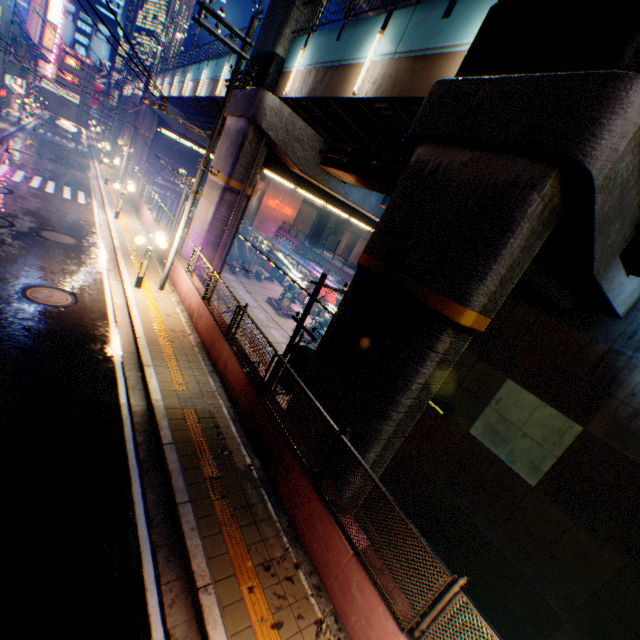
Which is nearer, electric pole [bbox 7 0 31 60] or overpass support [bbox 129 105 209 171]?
electric pole [bbox 7 0 31 60]

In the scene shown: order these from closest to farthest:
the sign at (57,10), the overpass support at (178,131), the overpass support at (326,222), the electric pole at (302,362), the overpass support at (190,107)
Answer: the electric pole at (302,362), the overpass support at (190,107), the overpass support at (178,131), the sign at (57,10), the overpass support at (326,222)

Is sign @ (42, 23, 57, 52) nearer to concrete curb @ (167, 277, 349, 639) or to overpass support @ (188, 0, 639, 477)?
concrete curb @ (167, 277, 349, 639)

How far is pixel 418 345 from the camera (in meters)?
6.71

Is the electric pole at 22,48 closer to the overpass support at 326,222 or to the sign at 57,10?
the overpass support at 326,222

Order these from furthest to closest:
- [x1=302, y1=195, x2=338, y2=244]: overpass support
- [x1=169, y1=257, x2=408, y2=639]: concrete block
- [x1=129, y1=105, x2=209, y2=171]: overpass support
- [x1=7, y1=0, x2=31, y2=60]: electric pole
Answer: [x1=302, y1=195, x2=338, y2=244]: overpass support → [x1=129, y1=105, x2=209, y2=171]: overpass support → [x1=7, y1=0, x2=31, y2=60]: electric pole → [x1=169, y1=257, x2=408, y2=639]: concrete block

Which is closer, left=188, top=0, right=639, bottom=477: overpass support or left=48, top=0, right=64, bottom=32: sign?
Answer: left=188, top=0, right=639, bottom=477: overpass support

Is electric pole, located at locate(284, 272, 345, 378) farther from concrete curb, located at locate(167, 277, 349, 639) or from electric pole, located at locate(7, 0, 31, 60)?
electric pole, located at locate(7, 0, 31, 60)
